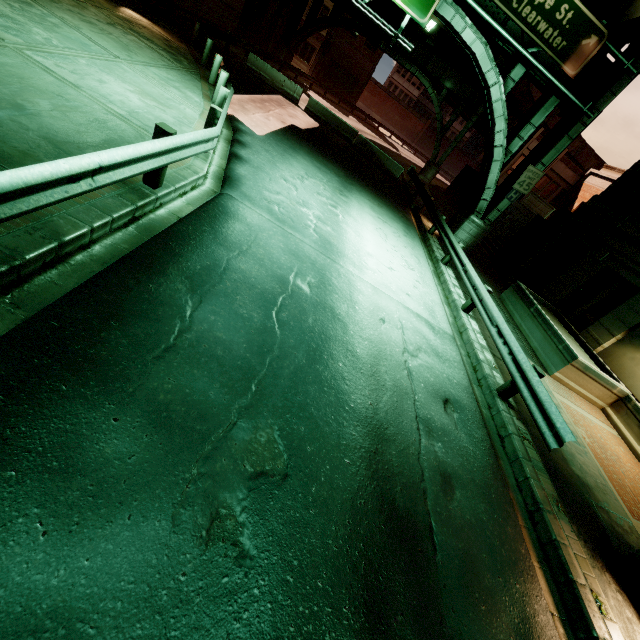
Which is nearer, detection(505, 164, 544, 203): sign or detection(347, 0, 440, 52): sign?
detection(347, 0, 440, 52): sign

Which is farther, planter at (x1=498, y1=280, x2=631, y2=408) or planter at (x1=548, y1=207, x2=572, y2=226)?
planter at (x1=548, y1=207, x2=572, y2=226)

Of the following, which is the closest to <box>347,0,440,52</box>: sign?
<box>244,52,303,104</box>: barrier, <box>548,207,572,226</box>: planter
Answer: <box>548,207,572,226</box>: planter

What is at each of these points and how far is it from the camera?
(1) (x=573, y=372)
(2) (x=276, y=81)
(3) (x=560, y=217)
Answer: (1) planter, 10.0m
(2) barrier, 21.6m
(3) planter, 18.5m

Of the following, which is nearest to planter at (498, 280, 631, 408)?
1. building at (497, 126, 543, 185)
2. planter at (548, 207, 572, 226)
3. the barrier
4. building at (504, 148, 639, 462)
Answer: building at (504, 148, 639, 462)

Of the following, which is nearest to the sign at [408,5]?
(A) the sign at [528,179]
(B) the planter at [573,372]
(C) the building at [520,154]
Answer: (A) the sign at [528,179]

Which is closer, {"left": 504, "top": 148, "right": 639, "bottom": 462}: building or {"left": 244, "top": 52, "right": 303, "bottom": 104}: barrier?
{"left": 504, "top": 148, "right": 639, "bottom": 462}: building

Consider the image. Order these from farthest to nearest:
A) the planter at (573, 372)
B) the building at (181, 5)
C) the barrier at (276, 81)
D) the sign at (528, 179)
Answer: the barrier at (276, 81)
the building at (181, 5)
the sign at (528, 179)
the planter at (573, 372)
